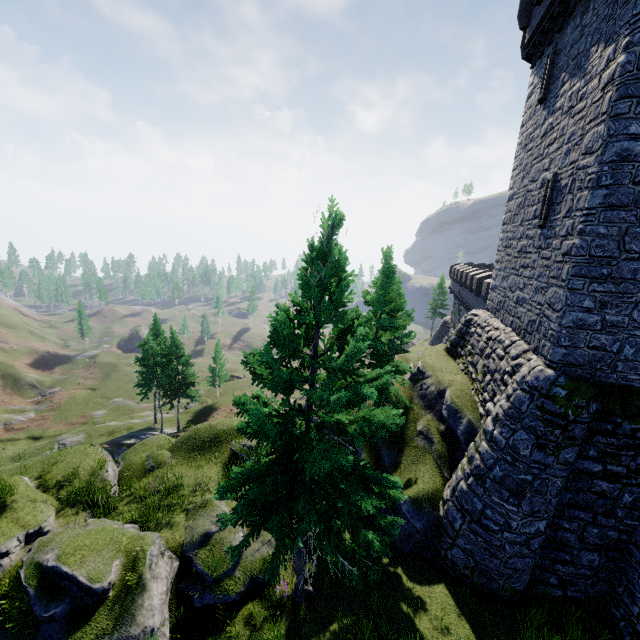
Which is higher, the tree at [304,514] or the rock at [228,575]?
the tree at [304,514]

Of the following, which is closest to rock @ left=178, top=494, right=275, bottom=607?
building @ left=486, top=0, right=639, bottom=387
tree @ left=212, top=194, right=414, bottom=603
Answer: tree @ left=212, top=194, right=414, bottom=603

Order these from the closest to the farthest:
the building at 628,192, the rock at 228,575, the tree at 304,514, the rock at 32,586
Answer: the tree at 304,514 < the rock at 32,586 < the building at 628,192 < the rock at 228,575

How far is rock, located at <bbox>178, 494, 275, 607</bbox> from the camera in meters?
10.7

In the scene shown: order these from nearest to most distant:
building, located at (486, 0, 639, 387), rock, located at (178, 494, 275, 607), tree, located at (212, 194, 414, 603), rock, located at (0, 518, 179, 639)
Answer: tree, located at (212, 194, 414, 603)
rock, located at (0, 518, 179, 639)
building, located at (486, 0, 639, 387)
rock, located at (178, 494, 275, 607)

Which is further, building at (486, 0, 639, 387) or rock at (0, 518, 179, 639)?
building at (486, 0, 639, 387)

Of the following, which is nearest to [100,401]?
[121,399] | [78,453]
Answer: [121,399]

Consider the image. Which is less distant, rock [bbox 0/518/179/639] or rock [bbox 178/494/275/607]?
rock [bbox 0/518/179/639]
